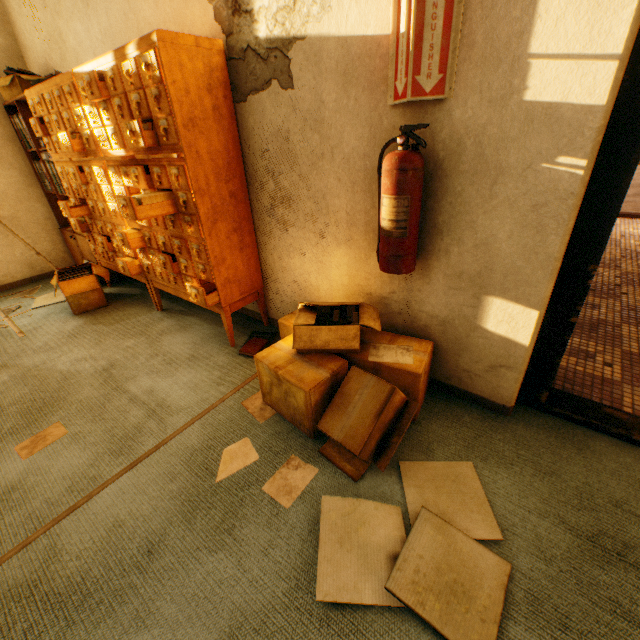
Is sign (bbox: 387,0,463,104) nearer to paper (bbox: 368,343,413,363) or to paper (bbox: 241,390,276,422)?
paper (bbox: 368,343,413,363)

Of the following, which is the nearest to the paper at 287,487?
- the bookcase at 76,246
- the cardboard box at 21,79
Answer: the bookcase at 76,246

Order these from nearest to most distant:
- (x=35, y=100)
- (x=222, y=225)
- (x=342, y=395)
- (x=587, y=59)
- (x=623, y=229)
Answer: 1. (x=587, y=59)
2. (x=342, y=395)
3. (x=222, y=225)
4. (x=35, y=100)
5. (x=623, y=229)

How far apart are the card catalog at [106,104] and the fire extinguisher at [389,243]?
1.07m

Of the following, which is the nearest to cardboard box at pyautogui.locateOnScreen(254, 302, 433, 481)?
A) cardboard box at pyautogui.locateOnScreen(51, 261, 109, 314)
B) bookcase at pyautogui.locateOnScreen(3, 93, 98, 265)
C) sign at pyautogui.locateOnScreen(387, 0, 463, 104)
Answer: sign at pyautogui.locateOnScreen(387, 0, 463, 104)

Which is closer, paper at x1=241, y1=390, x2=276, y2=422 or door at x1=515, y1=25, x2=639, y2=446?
door at x1=515, y1=25, x2=639, y2=446

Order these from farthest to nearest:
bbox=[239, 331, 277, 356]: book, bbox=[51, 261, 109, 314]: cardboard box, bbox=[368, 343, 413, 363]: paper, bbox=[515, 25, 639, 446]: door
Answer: bbox=[51, 261, 109, 314]: cardboard box < bbox=[239, 331, 277, 356]: book < bbox=[368, 343, 413, 363]: paper < bbox=[515, 25, 639, 446]: door

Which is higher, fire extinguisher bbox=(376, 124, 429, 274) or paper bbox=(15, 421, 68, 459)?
fire extinguisher bbox=(376, 124, 429, 274)
